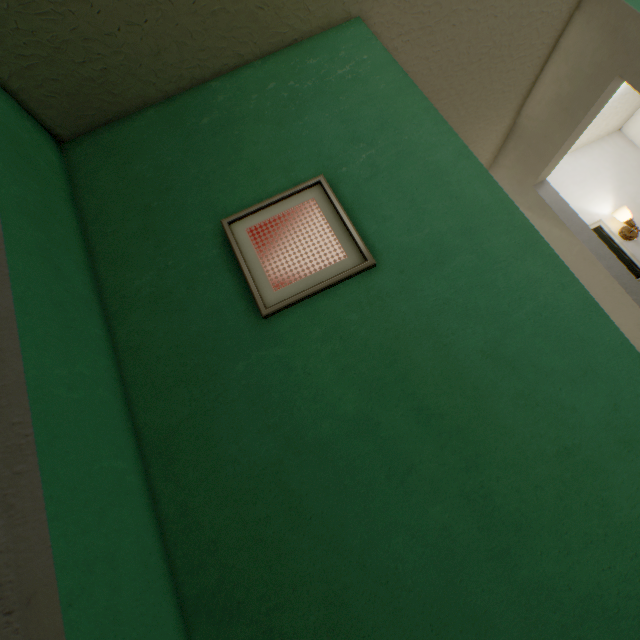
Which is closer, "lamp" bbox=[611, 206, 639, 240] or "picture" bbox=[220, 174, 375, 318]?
"picture" bbox=[220, 174, 375, 318]

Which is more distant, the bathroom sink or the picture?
the bathroom sink

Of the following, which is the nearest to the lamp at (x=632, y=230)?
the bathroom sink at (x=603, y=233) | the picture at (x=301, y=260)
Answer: the bathroom sink at (x=603, y=233)

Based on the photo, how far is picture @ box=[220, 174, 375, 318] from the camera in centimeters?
90cm

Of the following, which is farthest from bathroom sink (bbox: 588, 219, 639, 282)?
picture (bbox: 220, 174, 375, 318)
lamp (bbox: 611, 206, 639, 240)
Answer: picture (bbox: 220, 174, 375, 318)

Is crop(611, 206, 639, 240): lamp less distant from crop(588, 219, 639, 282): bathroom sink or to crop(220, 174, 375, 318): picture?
crop(588, 219, 639, 282): bathroom sink

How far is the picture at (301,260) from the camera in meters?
0.9 m

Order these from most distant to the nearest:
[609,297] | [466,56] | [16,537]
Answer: [609,297] < [466,56] < [16,537]
